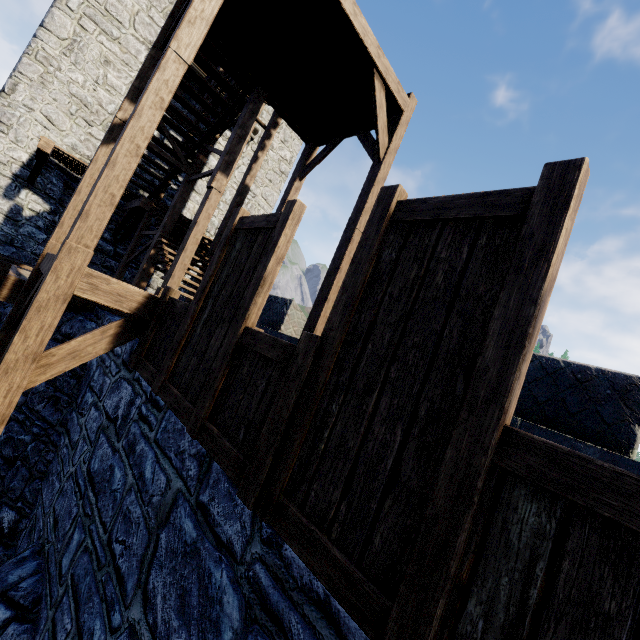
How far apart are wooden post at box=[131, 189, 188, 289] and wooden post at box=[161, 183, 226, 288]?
2.0m

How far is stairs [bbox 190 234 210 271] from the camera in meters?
9.1

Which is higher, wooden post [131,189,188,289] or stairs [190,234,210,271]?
stairs [190,234,210,271]

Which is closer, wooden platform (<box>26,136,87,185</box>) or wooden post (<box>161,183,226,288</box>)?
A: wooden post (<box>161,183,226,288</box>)

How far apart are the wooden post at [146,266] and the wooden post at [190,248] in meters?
2.0 m

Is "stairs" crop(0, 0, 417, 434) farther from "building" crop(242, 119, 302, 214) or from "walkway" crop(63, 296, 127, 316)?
"building" crop(242, 119, 302, 214)

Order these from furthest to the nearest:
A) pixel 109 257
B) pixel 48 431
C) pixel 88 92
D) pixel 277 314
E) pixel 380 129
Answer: pixel 109 257 < pixel 88 92 < pixel 277 314 < pixel 380 129 < pixel 48 431

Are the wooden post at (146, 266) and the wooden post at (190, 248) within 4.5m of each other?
yes
